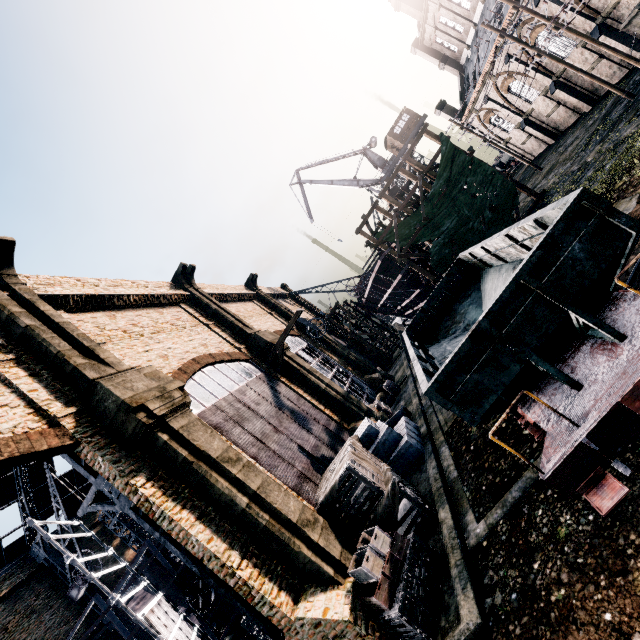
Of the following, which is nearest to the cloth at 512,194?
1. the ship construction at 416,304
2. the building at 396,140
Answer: the ship construction at 416,304

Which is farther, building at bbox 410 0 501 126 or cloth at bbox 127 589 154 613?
building at bbox 410 0 501 126

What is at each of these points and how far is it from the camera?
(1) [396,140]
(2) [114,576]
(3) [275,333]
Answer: (1) building, 45.31m
(2) building, 31.36m
(3) building, 28.36m

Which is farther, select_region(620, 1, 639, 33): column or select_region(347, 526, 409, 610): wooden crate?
select_region(620, 1, 639, 33): column

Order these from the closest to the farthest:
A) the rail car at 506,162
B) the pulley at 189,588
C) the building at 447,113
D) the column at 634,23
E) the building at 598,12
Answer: the column at 634,23 → the pulley at 189,588 → the building at 598,12 → the building at 447,113 → the rail car at 506,162

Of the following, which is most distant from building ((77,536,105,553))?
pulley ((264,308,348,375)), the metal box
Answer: the metal box

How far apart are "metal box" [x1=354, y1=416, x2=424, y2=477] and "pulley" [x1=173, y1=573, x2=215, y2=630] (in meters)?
13.42

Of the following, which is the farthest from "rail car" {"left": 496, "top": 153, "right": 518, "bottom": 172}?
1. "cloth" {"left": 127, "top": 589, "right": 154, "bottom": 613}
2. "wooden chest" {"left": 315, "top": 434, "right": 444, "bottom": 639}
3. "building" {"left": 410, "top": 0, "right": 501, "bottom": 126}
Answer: "cloth" {"left": 127, "top": 589, "right": 154, "bottom": 613}
